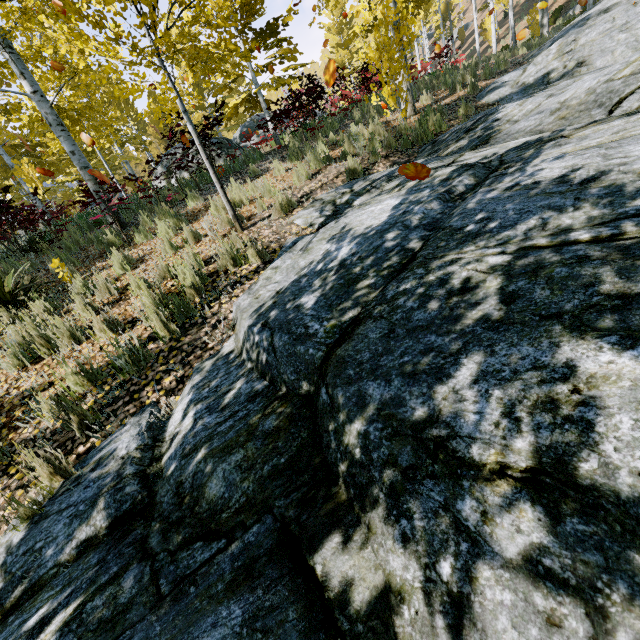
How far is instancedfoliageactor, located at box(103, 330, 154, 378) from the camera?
3.1m

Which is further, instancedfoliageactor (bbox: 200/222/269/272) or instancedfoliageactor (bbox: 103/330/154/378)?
instancedfoliageactor (bbox: 200/222/269/272)

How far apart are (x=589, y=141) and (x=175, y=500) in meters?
4.3

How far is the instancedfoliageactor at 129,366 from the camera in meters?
3.1

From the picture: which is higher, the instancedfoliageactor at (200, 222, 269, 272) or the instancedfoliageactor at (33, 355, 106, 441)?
the instancedfoliageactor at (200, 222, 269, 272)
